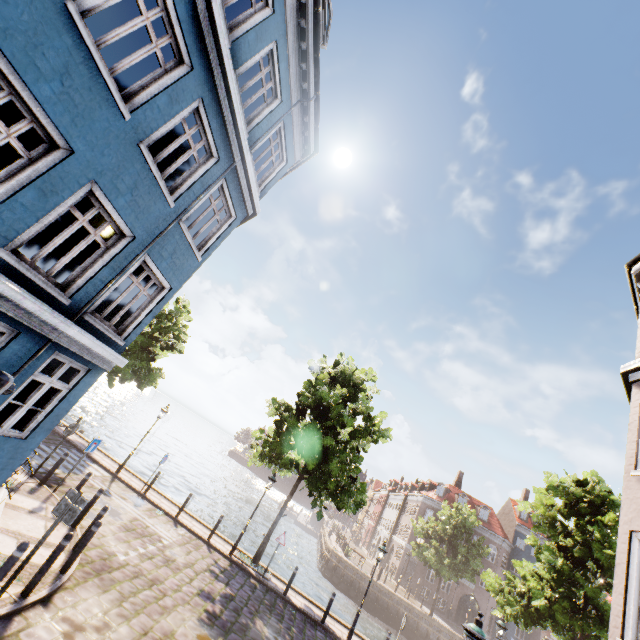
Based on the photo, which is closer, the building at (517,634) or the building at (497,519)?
the building at (517,634)

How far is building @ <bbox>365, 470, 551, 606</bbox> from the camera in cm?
4017

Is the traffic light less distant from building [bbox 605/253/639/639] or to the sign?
building [bbox 605/253/639/639]

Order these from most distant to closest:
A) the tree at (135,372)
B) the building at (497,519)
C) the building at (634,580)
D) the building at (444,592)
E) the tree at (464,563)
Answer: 1. the building at (497,519)
2. the building at (444,592)
3. the tree at (135,372)
4. the tree at (464,563)
5. the building at (634,580)

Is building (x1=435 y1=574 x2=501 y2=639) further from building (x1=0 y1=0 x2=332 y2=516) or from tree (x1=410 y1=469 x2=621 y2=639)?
building (x1=0 y1=0 x2=332 y2=516)

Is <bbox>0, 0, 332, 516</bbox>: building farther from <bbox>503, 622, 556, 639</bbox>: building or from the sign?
<bbox>503, 622, 556, 639</bbox>: building

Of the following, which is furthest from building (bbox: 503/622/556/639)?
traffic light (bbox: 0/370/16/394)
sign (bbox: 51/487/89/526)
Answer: traffic light (bbox: 0/370/16/394)

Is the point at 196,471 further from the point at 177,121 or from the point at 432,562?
the point at 177,121
